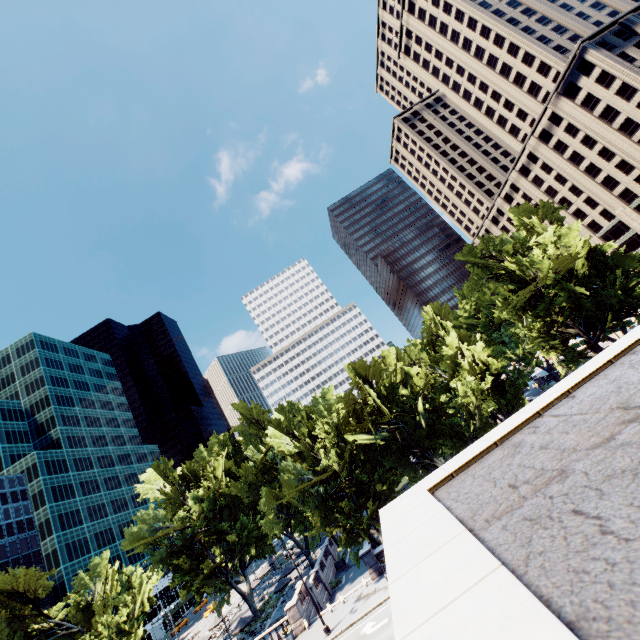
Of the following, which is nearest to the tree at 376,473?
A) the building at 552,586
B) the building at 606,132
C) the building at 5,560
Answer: the building at 606,132

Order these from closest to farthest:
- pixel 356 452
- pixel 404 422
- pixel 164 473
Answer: pixel 356 452, pixel 404 422, pixel 164 473

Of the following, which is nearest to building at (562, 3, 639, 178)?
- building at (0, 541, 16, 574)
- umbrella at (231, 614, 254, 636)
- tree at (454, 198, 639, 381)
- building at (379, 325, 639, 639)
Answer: tree at (454, 198, 639, 381)

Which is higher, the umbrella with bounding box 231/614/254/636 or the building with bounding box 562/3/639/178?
the building with bounding box 562/3/639/178

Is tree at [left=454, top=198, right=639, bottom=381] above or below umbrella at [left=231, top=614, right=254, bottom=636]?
above

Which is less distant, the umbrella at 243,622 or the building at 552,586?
the building at 552,586

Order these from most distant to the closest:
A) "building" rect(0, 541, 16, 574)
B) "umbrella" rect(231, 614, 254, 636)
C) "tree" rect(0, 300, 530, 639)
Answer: "building" rect(0, 541, 16, 574), "umbrella" rect(231, 614, 254, 636), "tree" rect(0, 300, 530, 639)

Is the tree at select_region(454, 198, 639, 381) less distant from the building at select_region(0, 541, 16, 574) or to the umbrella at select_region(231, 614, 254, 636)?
the umbrella at select_region(231, 614, 254, 636)
